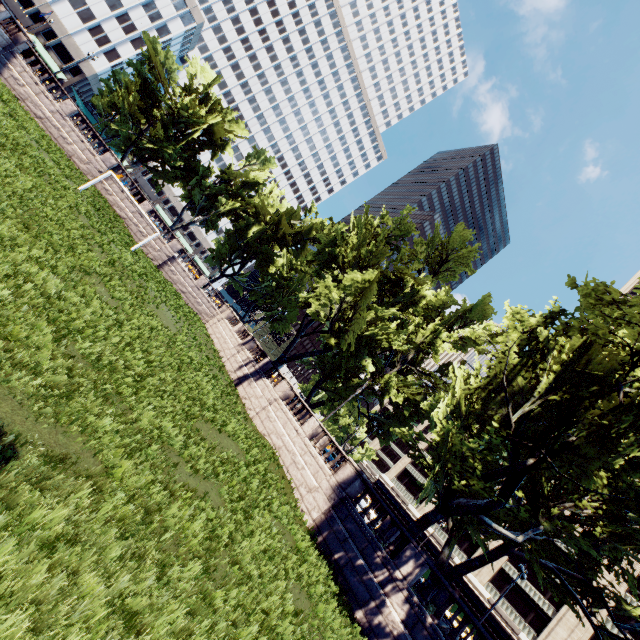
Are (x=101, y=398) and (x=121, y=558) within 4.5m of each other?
yes

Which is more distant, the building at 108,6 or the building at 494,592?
the building at 108,6

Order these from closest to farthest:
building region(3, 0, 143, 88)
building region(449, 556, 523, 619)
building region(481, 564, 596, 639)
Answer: building region(481, 564, 596, 639)
building region(449, 556, 523, 619)
building region(3, 0, 143, 88)

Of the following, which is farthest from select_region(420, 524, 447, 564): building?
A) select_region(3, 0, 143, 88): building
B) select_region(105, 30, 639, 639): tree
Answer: select_region(3, 0, 143, 88): building

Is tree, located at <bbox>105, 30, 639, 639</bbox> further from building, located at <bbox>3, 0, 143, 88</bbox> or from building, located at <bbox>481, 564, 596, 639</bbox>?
building, located at <bbox>481, 564, 596, 639</bbox>

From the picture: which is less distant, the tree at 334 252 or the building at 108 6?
the tree at 334 252

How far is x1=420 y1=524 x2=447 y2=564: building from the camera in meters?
49.4

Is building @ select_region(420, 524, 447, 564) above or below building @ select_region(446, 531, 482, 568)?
below
